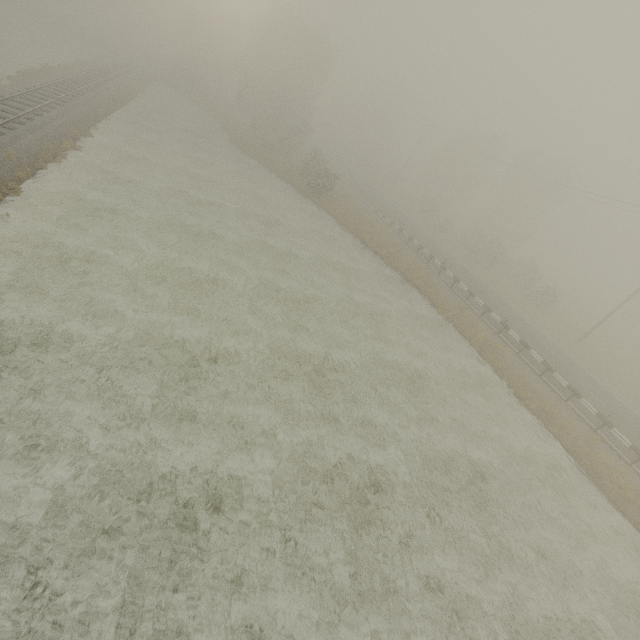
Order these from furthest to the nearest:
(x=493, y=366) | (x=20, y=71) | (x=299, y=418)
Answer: (x=20, y=71) < (x=493, y=366) < (x=299, y=418)
